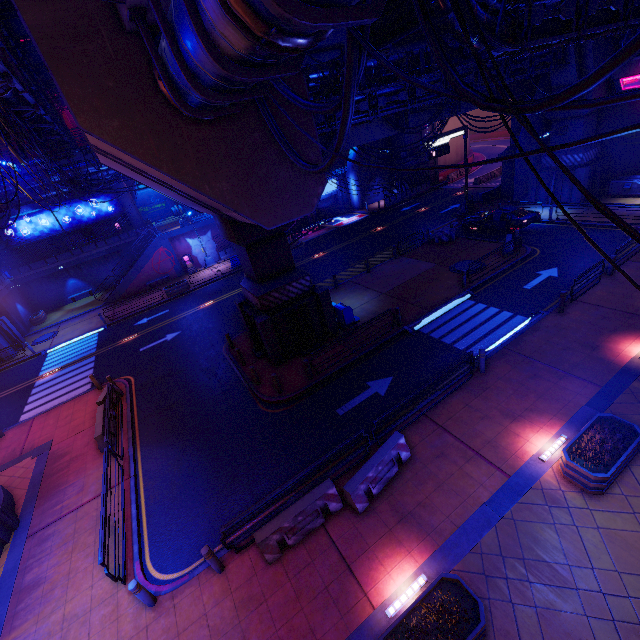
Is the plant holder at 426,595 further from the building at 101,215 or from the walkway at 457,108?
the building at 101,215

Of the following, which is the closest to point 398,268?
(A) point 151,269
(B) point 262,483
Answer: (B) point 262,483

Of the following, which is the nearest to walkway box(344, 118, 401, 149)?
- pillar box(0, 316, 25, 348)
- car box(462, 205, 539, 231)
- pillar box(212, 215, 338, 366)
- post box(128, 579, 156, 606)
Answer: pillar box(212, 215, 338, 366)

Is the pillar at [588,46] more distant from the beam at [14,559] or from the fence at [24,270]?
the fence at [24,270]

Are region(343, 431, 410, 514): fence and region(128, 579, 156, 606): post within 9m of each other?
yes

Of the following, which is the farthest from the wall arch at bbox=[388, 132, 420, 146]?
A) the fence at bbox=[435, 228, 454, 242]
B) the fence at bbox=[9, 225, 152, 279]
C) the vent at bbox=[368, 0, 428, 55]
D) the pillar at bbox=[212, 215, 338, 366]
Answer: the fence at bbox=[9, 225, 152, 279]

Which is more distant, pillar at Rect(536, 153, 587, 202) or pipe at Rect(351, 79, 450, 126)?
pillar at Rect(536, 153, 587, 202)

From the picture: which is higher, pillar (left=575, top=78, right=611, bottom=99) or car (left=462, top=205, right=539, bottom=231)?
pillar (left=575, top=78, right=611, bottom=99)
